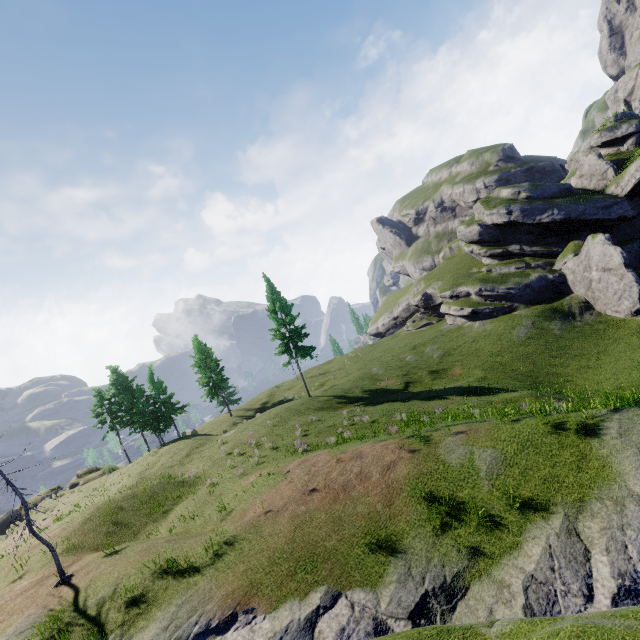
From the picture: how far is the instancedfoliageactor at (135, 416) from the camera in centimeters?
4153cm

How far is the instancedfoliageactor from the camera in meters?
41.5

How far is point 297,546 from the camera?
11.0m
